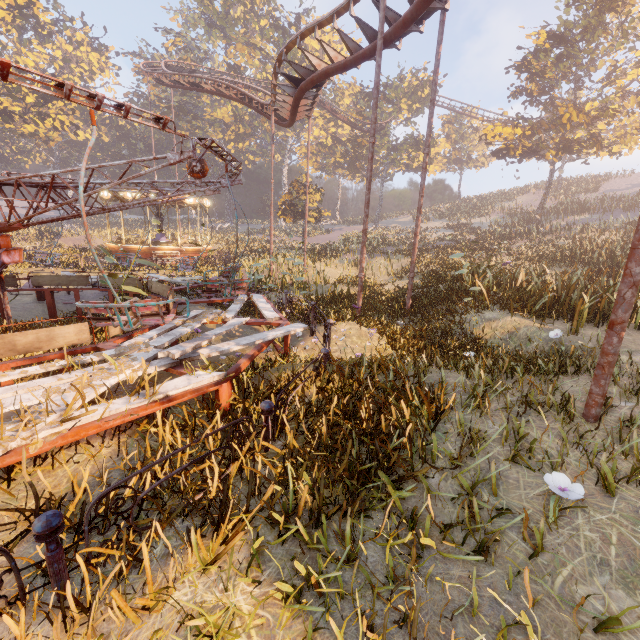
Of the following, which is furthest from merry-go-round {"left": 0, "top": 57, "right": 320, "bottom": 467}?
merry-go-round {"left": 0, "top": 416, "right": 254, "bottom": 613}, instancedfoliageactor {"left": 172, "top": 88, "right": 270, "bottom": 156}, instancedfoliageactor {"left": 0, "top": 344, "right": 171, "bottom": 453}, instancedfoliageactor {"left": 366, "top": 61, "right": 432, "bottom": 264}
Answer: instancedfoliageactor {"left": 172, "top": 88, "right": 270, "bottom": 156}

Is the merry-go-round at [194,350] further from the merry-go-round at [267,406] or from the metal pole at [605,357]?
the metal pole at [605,357]

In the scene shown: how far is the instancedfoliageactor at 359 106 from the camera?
43.2m

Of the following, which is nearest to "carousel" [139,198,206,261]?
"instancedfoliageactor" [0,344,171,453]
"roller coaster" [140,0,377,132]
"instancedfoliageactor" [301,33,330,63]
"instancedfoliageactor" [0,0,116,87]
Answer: "instancedfoliageactor" [0,0,116,87]

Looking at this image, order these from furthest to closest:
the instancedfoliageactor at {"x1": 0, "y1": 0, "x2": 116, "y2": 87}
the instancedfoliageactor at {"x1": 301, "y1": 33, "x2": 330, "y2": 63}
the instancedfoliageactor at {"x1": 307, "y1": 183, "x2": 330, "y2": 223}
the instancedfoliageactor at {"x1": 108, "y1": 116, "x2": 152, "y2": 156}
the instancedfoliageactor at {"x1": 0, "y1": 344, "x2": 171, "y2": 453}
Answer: the instancedfoliageactor at {"x1": 108, "y1": 116, "x2": 152, "y2": 156} → the instancedfoliageactor at {"x1": 301, "y1": 33, "x2": 330, "y2": 63} → the instancedfoliageactor at {"x1": 0, "y1": 0, "x2": 116, "y2": 87} → the instancedfoliageactor at {"x1": 307, "y1": 183, "x2": 330, "y2": 223} → the instancedfoliageactor at {"x1": 0, "y1": 344, "x2": 171, "y2": 453}

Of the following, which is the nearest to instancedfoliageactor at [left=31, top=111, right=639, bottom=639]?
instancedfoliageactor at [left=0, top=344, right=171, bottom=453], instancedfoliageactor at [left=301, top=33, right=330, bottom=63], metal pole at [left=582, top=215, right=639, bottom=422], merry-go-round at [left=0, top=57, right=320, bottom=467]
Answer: instancedfoliageactor at [left=301, top=33, right=330, bottom=63]

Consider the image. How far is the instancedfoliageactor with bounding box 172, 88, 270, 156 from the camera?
49.8 meters

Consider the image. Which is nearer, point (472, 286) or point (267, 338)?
point (267, 338)
